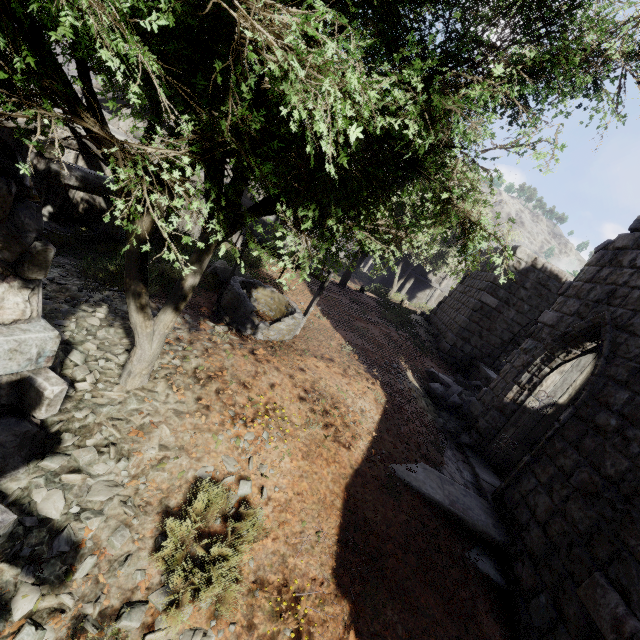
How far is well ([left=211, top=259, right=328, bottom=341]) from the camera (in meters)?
6.90

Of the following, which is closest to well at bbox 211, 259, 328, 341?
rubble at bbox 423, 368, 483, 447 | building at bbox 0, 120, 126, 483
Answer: building at bbox 0, 120, 126, 483

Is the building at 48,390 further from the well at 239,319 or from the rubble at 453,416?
the well at 239,319

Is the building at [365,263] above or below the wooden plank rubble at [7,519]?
above

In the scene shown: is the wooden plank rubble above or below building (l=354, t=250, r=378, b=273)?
below

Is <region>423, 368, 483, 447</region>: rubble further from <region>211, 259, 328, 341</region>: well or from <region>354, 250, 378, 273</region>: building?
<region>211, 259, 328, 341</region>: well

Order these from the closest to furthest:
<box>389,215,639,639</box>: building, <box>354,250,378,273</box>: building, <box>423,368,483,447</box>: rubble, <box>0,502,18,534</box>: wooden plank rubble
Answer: <box>0,502,18,534</box>: wooden plank rubble → <box>389,215,639,639</box>: building → <box>423,368,483,447</box>: rubble → <box>354,250,378,273</box>: building

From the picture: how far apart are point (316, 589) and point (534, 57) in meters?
5.4
